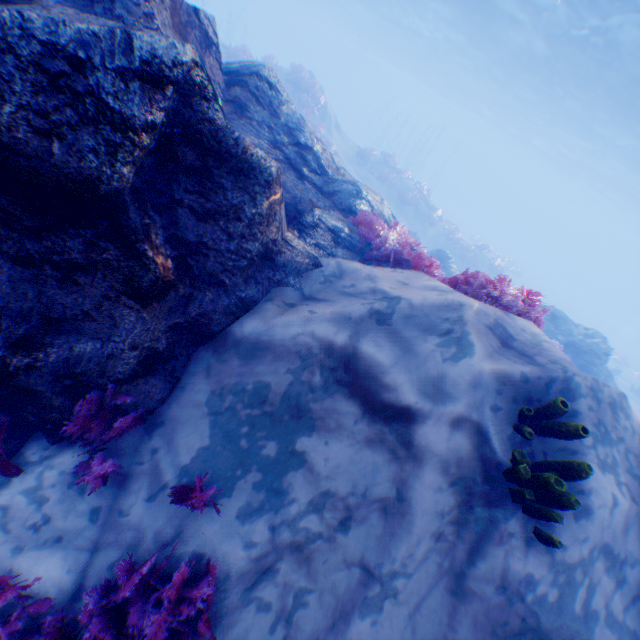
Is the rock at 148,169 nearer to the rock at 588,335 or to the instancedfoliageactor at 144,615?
the instancedfoliageactor at 144,615

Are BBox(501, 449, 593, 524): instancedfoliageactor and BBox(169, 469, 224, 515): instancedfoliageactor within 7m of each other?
yes

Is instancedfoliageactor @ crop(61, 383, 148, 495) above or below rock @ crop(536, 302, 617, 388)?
below

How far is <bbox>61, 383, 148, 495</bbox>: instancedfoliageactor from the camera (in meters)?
3.05

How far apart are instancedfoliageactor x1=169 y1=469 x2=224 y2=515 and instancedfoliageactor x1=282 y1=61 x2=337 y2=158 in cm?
2244

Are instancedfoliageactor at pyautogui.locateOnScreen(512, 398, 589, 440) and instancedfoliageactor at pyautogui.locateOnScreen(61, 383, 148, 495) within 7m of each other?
yes

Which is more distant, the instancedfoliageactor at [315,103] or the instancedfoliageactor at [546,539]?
the instancedfoliageactor at [315,103]

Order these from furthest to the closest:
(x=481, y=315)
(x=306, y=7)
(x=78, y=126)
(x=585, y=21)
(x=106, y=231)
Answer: (x=306, y=7) < (x=585, y=21) < (x=481, y=315) < (x=106, y=231) < (x=78, y=126)
